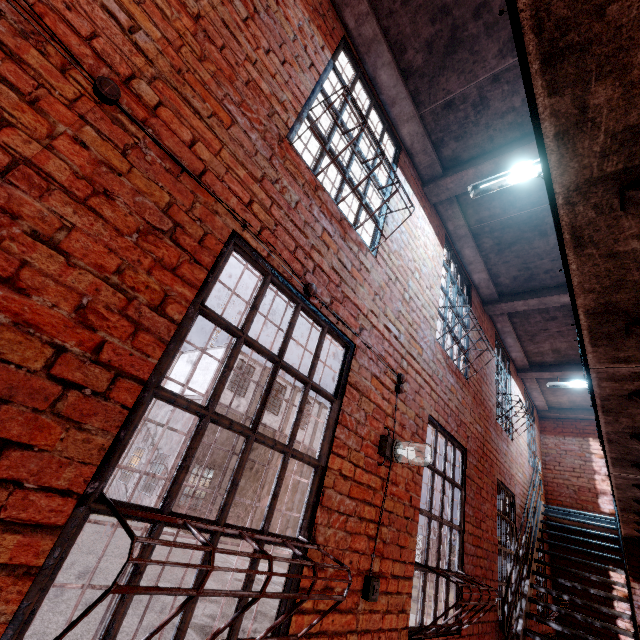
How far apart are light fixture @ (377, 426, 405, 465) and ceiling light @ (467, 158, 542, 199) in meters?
3.2

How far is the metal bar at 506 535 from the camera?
5.0 meters

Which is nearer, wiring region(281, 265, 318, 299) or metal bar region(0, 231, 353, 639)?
metal bar region(0, 231, 353, 639)

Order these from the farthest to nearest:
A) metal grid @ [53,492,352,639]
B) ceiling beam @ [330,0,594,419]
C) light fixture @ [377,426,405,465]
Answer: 1. ceiling beam @ [330,0,594,419]
2. light fixture @ [377,426,405,465]
3. metal grid @ [53,492,352,639]

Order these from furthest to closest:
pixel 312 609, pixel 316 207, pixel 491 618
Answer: pixel 491 618 → pixel 316 207 → pixel 312 609

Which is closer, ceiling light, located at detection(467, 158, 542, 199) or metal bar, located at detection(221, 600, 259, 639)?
metal bar, located at detection(221, 600, 259, 639)

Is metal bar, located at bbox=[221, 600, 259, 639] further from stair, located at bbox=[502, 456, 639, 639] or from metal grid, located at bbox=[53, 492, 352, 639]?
stair, located at bbox=[502, 456, 639, 639]

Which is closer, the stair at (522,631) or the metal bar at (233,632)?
the metal bar at (233,632)
